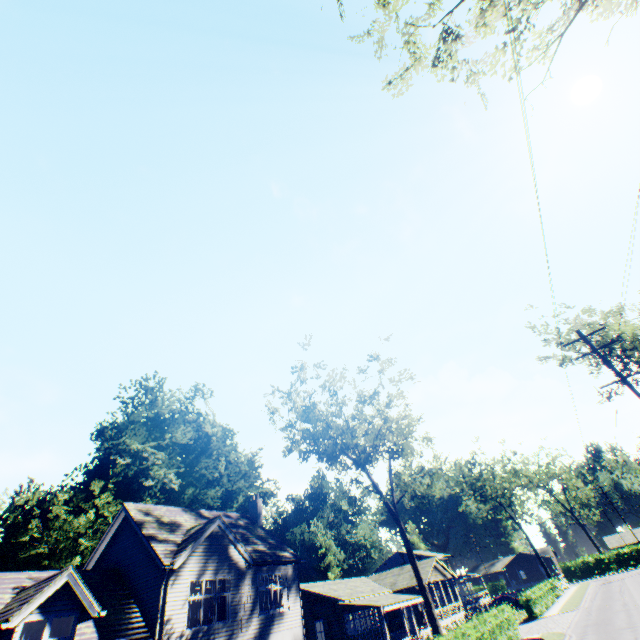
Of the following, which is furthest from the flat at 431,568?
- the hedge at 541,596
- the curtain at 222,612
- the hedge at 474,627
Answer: the curtain at 222,612

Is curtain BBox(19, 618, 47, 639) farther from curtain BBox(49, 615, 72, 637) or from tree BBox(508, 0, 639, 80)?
tree BBox(508, 0, 639, 80)

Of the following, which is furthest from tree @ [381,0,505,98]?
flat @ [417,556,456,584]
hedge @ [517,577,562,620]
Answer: hedge @ [517,577,562,620]

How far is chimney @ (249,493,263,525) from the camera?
27.02m

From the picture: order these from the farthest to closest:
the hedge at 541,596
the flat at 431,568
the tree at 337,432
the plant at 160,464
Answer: the flat at 431,568
the plant at 160,464
the hedge at 541,596
the tree at 337,432

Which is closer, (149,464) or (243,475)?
(149,464)

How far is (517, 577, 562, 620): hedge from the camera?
30.2 meters

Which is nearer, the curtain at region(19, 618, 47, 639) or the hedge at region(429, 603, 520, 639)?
the curtain at region(19, 618, 47, 639)
